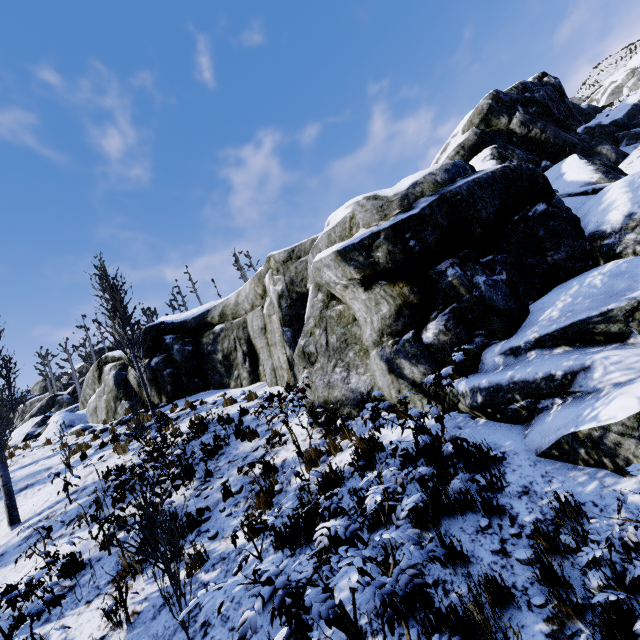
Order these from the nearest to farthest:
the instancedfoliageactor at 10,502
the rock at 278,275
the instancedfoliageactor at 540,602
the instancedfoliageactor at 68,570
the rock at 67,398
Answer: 1. the instancedfoliageactor at 540,602
2. the instancedfoliageactor at 68,570
3. the rock at 278,275
4. the instancedfoliageactor at 10,502
5. the rock at 67,398

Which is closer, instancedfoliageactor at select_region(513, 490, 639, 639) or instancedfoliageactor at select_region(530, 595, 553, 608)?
instancedfoliageactor at select_region(513, 490, 639, 639)

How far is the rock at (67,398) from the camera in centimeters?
1477cm

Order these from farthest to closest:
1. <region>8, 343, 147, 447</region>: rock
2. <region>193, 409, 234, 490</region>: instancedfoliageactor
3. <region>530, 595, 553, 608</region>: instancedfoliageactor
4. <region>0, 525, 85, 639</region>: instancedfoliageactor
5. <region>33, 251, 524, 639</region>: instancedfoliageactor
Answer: <region>8, 343, 147, 447</region>: rock, <region>193, 409, 234, 490</region>: instancedfoliageactor, <region>0, 525, 85, 639</region>: instancedfoliageactor, <region>530, 595, 553, 608</region>: instancedfoliageactor, <region>33, 251, 524, 639</region>: instancedfoliageactor

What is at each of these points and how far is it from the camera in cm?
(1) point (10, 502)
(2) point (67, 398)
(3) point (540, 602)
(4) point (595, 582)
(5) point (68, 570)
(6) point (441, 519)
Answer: (1) instancedfoliageactor, 839
(2) rock, 3350
(3) instancedfoliageactor, 267
(4) instancedfoliageactor, 262
(5) instancedfoliageactor, 566
(6) instancedfoliageactor, 375

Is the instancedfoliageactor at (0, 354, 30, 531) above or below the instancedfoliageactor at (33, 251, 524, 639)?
above
